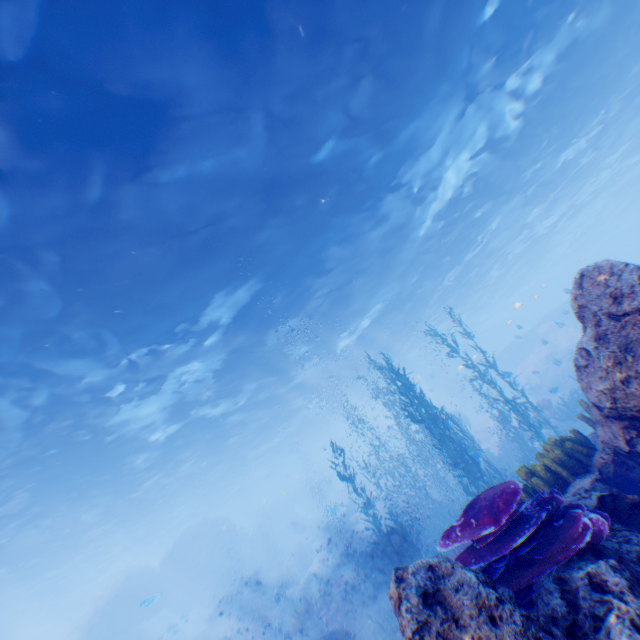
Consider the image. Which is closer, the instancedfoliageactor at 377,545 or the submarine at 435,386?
the instancedfoliageactor at 377,545

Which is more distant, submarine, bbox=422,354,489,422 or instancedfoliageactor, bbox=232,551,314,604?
submarine, bbox=422,354,489,422

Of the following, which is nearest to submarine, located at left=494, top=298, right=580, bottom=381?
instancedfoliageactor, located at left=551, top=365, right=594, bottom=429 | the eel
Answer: instancedfoliageactor, located at left=551, top=365, right=594, bottom=429

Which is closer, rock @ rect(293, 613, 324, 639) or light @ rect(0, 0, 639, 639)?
light @ rect(0, 0, 639, 639)

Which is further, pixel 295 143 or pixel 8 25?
pixel 295 143

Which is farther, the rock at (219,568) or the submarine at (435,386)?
the submarine at (435,386)

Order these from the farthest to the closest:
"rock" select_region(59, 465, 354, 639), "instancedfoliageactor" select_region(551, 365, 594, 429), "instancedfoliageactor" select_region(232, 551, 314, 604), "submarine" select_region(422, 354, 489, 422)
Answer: "submarine" select_region(422, 354, 489, 422) → "instancedfoliageactor" select_region(232, 551, 314, 604) → "rock" select_region(59, 465, 354, 639) → "instancedfoliageactor" select_region(551, 365, 594, 429)
